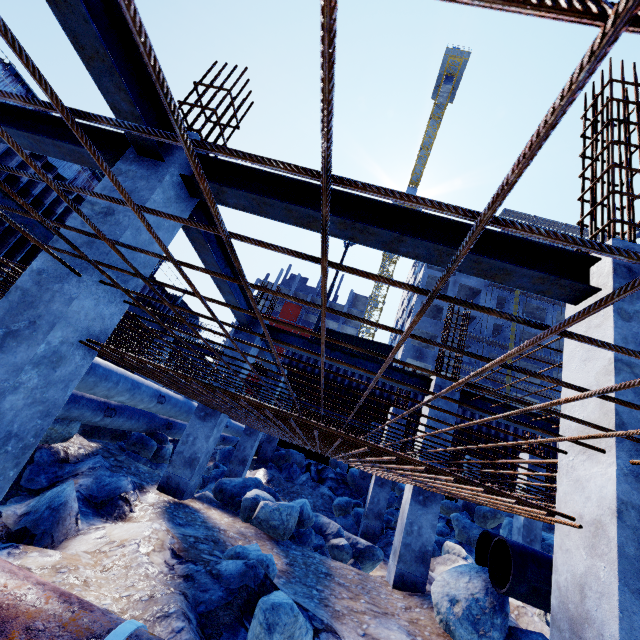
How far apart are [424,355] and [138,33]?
Result: 38.8 meters

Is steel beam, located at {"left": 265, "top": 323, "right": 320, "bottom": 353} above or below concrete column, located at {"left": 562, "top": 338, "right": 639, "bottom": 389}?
above

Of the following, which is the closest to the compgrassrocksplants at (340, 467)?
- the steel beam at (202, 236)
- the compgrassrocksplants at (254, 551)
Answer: the steel beam at (202, 236)

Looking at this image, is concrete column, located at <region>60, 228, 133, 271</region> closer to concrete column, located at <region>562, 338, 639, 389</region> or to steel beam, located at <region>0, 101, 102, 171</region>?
steel beam, located at <region>0, 101, 102, 171</region>

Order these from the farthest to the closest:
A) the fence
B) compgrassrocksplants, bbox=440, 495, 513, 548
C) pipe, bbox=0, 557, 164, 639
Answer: the fence
compgrassrocksplants, bbox=440, 495, 513, 548
pipe, bbox=0, 557, 164, 639

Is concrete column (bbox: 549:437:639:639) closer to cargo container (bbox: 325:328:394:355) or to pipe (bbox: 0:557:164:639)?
pipe (bbox: 0:557:164:639)

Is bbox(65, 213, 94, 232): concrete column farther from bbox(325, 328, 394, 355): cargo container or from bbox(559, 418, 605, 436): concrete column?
bbox(325, 328, 394, 355): cargo container

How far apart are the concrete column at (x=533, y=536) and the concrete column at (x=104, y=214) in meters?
13.3 m
